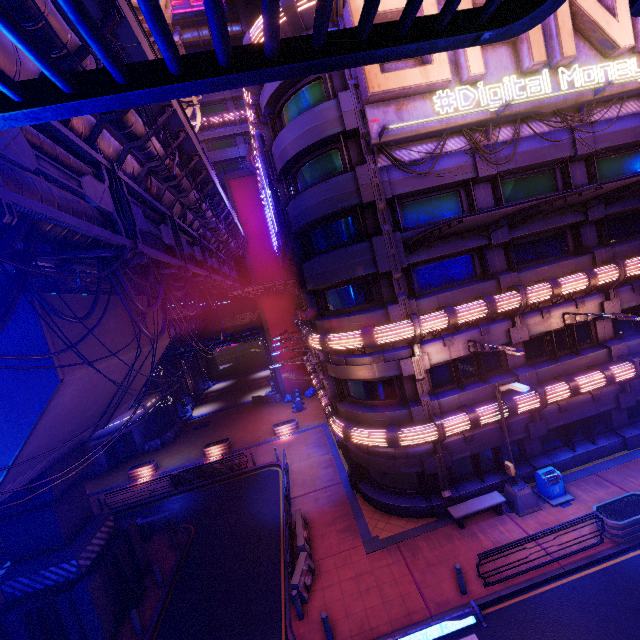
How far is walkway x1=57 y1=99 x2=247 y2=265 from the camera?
9.0 meters

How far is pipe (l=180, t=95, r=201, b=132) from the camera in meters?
18.0 m

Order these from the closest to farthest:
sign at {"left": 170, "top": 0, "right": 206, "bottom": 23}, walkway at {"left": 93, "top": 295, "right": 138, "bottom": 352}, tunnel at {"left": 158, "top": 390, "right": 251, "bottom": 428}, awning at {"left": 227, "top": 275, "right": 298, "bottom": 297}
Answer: walkway at {"left": 93, "top": 295, "right": 138, "bottom": 352}
awning at {"left": 227, "top": 275, "right": 298, "bottom": 297}
sign at {"left": 170, "top": 0, "right": 206, "bottom": 23}
tunnel at {"left": 158, "top": 390, "right": 251, "bottom": 428}

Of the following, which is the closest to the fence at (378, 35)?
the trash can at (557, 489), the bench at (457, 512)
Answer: the bench at (457, 512)

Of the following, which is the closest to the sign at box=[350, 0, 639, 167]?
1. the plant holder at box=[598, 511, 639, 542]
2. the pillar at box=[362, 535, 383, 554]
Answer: the plant holder at box=[598, 511, 639, 542]

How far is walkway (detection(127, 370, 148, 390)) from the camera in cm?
1650

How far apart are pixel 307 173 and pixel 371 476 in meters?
16.1

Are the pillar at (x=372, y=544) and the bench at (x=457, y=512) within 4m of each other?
yes
